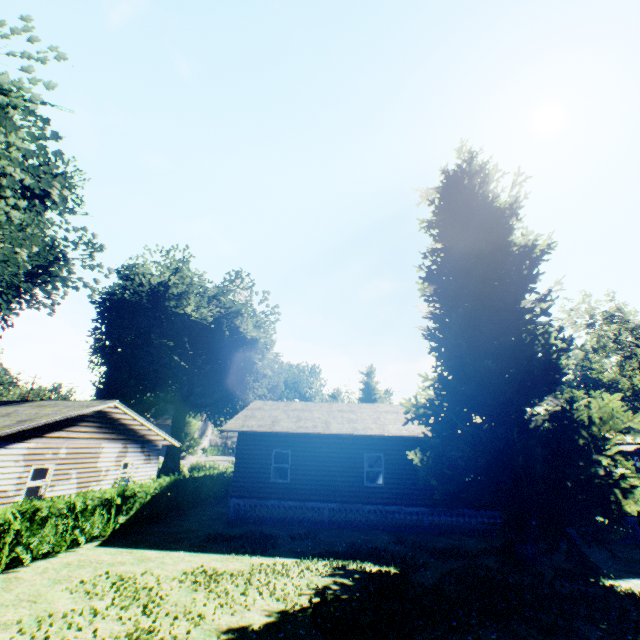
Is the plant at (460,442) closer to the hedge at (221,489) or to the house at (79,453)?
the hedge at (221,489)

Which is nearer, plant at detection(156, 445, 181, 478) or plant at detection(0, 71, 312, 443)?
plant at detection(0, 71, 312, 443)

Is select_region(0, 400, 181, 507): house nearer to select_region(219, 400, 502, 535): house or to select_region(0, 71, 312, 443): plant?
select_region(0, 71, 312, 443): plant

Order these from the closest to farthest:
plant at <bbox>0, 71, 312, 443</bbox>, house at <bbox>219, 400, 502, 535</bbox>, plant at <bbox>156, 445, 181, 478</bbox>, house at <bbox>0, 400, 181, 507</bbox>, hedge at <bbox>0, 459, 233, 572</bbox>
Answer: hedge at <bbox>0, 459, 233, 572</bbox>, plant at <bbox>0, 71, 312, 443</bbox>, house at <bbox>0, 400, 181, 507</bbox>, house at <bbox>219, 400, 502, 535</bbox>, plant at <bbox>156, 445, 181, 478</bbox>

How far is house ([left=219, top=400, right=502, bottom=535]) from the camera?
16.3 meters

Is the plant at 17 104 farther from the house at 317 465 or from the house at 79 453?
the house at 79 453

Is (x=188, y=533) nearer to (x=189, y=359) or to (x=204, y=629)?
(x=204, y=629)

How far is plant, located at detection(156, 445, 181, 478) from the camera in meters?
33.7 m
